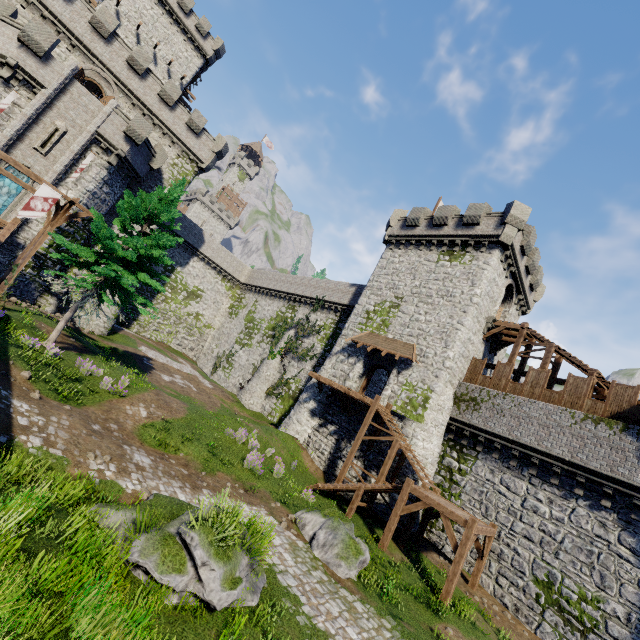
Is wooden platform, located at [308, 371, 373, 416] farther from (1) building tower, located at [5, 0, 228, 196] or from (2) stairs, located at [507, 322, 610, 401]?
(1) building tower, located at [5, 0, 228, 196]

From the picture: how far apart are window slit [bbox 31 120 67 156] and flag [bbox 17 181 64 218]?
10.0 meters

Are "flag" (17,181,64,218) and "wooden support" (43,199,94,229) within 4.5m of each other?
yes

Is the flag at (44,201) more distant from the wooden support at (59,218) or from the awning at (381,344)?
the awning at (381,344)

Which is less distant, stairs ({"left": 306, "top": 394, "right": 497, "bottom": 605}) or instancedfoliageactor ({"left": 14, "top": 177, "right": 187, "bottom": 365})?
stairs ({"left": 306, "top": 394, "right": 497, "bottom": 605})

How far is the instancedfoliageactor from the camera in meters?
15.3 m

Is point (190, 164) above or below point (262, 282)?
above

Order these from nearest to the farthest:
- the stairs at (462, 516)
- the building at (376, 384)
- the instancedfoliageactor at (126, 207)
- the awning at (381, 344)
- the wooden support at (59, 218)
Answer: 1. the stairs at (462, 516)
2. the instancedfoliageactor at (126, 207)
3. the wooden support at (59, 218)
4. the awning at (381, 344)
5. the building at (376, 384)
